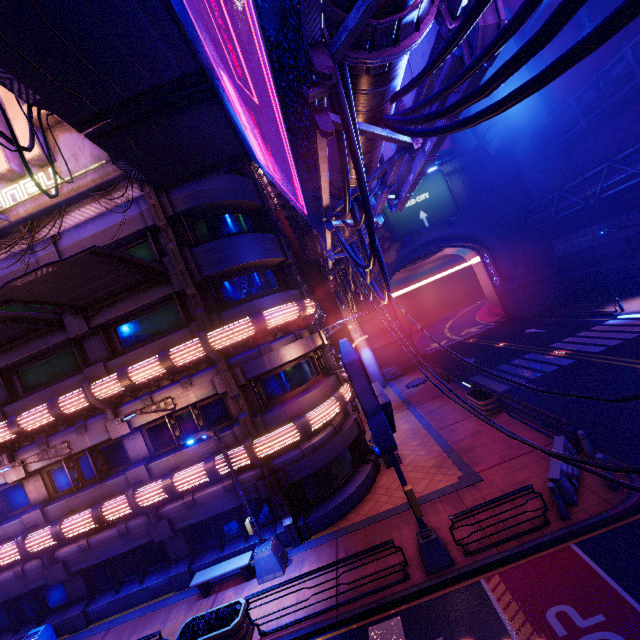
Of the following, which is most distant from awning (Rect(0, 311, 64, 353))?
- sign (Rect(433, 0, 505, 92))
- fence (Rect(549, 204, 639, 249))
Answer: fence (Rect(549, 204, 639, 249))

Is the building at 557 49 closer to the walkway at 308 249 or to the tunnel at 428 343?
the tunnel at 428 343

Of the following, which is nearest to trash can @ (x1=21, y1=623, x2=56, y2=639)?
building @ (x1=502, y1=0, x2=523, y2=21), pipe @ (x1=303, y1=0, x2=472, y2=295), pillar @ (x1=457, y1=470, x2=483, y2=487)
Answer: pillar @ (x1=457, y1=470, x2=483, y2=487)

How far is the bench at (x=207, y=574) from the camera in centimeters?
1220cm

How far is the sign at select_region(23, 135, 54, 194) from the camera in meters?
12.1 m

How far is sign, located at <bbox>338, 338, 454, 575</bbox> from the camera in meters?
4.6 m

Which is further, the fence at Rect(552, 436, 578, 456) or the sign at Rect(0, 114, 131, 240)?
the sign at Rect(0, 114, 131, 240)

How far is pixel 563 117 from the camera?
28.3 meters
